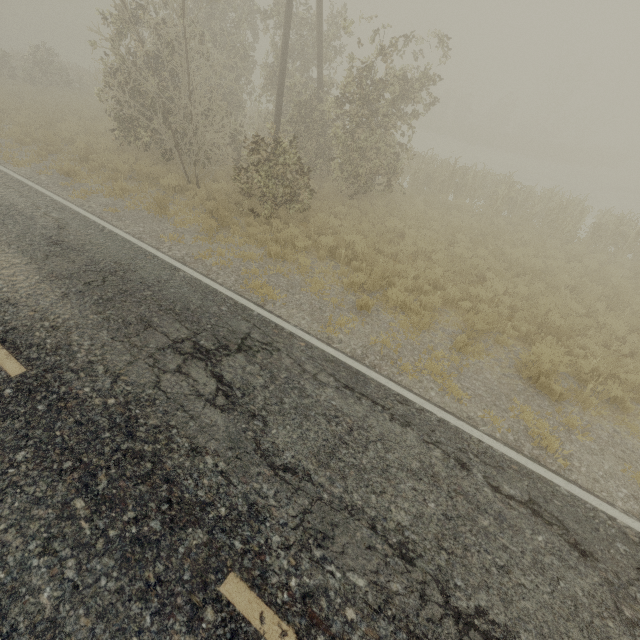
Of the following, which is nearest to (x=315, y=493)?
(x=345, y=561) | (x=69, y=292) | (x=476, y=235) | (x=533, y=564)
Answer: (x=345, y=561)
